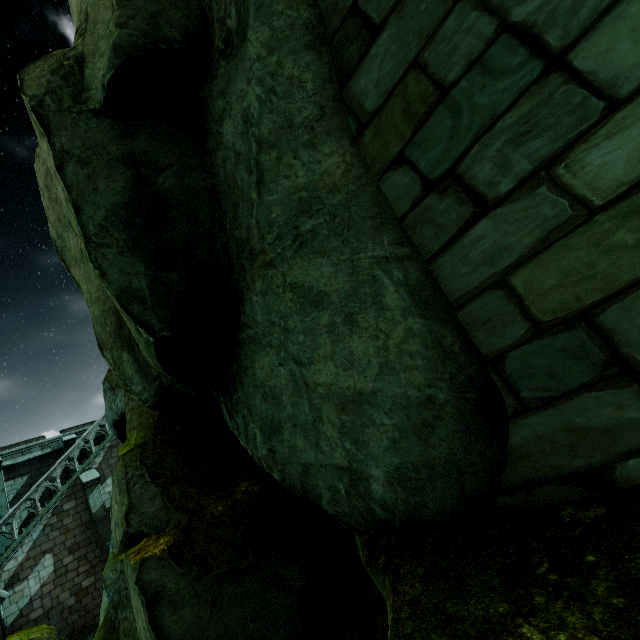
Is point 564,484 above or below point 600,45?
below

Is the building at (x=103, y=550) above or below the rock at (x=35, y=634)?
above

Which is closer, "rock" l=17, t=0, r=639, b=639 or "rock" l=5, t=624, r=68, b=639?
"rock" l=17, t=0, r=639, b=639

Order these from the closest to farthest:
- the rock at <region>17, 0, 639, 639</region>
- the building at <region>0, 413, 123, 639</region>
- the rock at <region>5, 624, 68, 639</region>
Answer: the rock at <region>17, 0, 639, 639</region>
the rock at <region>5, 624, 68, 639</region>
the building at <region>0, 413, 123, 639</region>

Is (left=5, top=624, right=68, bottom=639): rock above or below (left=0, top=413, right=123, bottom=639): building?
below

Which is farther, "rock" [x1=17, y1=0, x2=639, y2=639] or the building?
the building

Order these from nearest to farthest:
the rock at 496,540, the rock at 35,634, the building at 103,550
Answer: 1. the rock at 496,540
2. the rock at 35,634
3. the building at 103,550
